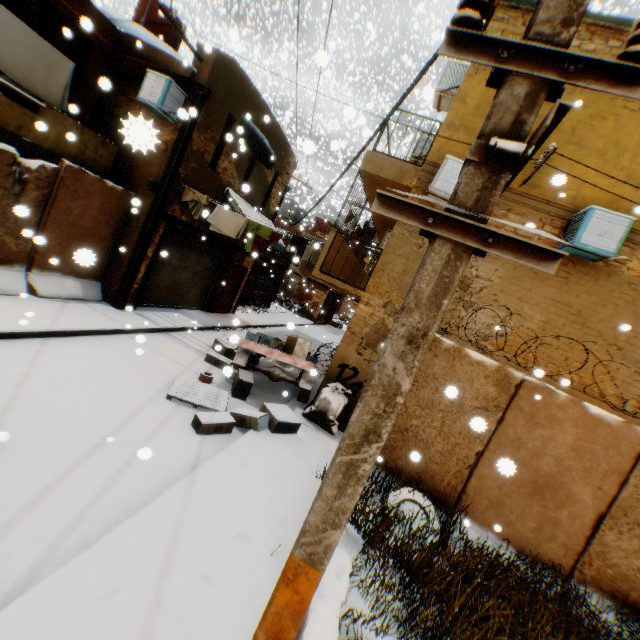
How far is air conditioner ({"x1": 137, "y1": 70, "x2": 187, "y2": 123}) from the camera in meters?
8.6 m

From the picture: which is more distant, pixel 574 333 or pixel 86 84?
pixel 86 84

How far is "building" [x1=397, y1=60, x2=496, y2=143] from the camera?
7.66m

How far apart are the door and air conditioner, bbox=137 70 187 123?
5.9m

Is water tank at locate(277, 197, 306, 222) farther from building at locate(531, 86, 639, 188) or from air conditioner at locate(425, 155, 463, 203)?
air conditioner at locate(425, 155, 463, 203)

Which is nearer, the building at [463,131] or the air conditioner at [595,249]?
the air conditioner at [595,249]

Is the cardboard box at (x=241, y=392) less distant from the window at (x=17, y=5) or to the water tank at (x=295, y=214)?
the water tank at (x=295, y=214)

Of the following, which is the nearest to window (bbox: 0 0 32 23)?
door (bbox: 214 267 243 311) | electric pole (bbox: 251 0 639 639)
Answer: electric pole (bbox: 251 0 639 639)
